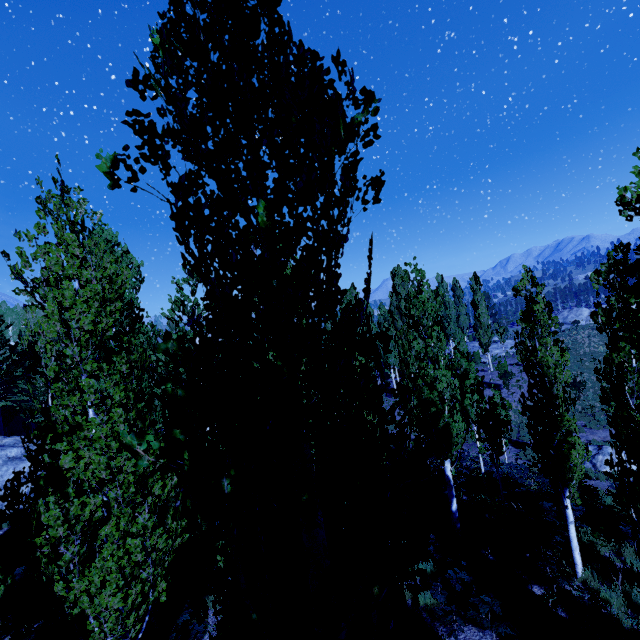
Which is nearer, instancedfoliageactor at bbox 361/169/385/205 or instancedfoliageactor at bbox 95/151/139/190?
instancedfoliageactor at bbox 95/151/139/190

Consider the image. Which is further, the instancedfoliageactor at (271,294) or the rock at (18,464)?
the rock at (18,464)

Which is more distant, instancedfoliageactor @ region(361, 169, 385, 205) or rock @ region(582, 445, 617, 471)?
rock @ region(582, 445, 617, 471)

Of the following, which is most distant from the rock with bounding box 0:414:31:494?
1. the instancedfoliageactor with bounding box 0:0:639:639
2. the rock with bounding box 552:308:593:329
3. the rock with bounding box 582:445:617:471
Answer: the rock with bounding box 552:308:593:329

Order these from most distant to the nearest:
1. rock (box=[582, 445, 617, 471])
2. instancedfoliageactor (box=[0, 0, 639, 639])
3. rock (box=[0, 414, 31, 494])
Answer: rock (box=[0, 414, 31, 494]), rock (box=[582, 445, 617, 471]), instancedfoliageactor (box=[0, 0, 639, 639])

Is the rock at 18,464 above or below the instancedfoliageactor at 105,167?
below

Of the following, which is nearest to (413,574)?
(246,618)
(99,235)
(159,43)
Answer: (246,618)

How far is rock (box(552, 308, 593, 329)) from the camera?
47.7 meters
